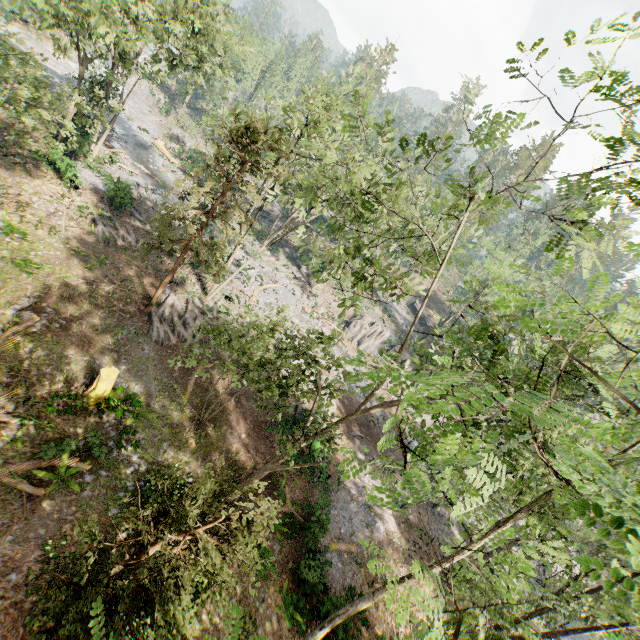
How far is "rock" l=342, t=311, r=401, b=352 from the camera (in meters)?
42.66

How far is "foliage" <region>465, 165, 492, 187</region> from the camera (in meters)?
7.57

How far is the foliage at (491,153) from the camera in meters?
6.1 m

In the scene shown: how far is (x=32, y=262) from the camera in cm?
1816

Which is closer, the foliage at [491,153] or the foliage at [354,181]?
the foliage at [354,181]

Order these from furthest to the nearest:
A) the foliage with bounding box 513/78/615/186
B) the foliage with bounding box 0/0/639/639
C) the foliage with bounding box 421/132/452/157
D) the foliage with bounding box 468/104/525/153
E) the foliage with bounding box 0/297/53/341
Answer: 1. the foliage with bounding box 0/297/53/341
2. the foliage with bounding box 421/132/452/157
3. the foliage with bounding box 468/104/525/153
4. the foliage with bounding box 513/78/615/186
5. the foliage with bounding box 0/0/639/639

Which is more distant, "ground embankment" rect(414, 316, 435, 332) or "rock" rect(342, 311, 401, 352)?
"ground embankment" rect(414, 316, 435, 332)
